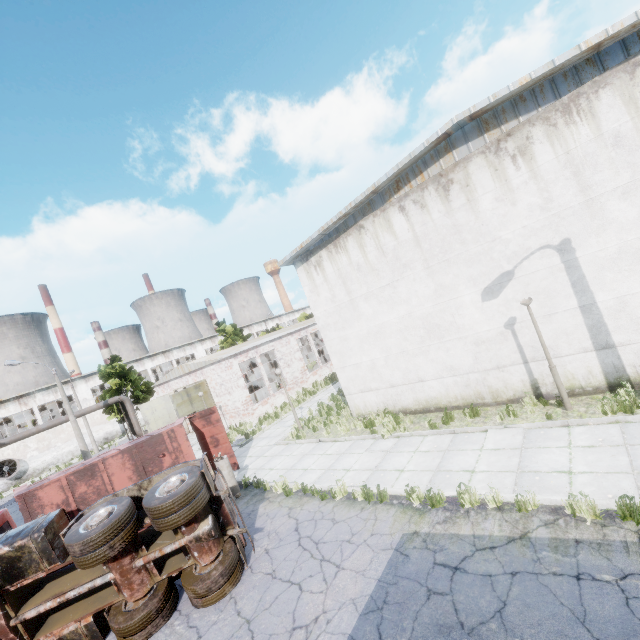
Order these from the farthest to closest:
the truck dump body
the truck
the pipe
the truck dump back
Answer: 1. the pipe
2. the truck dump back
3. the truck dump body
4. the truck

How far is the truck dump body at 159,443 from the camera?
11.04m

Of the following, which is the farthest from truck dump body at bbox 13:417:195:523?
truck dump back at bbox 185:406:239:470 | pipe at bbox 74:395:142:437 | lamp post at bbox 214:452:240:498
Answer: pipe at bbox 74:395:142:437

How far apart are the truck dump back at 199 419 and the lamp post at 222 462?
1.8m

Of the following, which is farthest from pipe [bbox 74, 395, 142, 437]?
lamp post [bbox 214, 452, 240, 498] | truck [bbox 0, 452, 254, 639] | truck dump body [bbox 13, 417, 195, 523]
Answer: lamp post [bbox 214, 452, 240, 498]

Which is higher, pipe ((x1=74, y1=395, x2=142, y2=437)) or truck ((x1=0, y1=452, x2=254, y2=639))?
pipe ((x1=74, y1=395, x2=142, y2=437))

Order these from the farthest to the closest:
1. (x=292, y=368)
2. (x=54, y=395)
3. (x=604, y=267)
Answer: (x=54, y=395), (x=292, y=368), (x=604, y=267)

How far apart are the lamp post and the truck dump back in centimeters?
179cm
